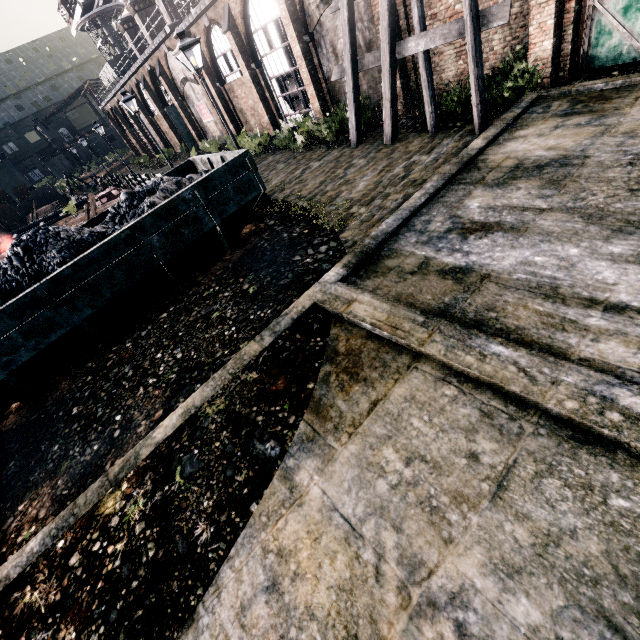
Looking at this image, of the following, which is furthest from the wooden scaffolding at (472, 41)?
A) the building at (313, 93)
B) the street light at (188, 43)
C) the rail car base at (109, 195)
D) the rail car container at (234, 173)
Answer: the rail car base at (109, 195)

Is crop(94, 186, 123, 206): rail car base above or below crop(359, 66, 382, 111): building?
below

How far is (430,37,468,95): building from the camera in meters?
12.7

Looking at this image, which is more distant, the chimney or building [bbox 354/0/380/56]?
the chimney

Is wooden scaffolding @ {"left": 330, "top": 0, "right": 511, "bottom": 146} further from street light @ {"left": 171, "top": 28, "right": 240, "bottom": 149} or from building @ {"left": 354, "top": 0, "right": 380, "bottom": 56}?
street light @ {"left": 171, "top": 28, "right": 240, "bottom": 149}

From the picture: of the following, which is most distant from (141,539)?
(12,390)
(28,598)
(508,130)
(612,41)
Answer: (612,41)

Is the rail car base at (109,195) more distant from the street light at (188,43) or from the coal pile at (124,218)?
the street light at (188,43)

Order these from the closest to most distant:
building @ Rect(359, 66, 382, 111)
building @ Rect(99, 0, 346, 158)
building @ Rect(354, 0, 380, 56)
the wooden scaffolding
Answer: the wooden scaffolding
building @ Rect(354, 0, 380, 56)
building @ Rect(359, 66, 382, 111)
building @ Rect(99, 0, 346, 158)
